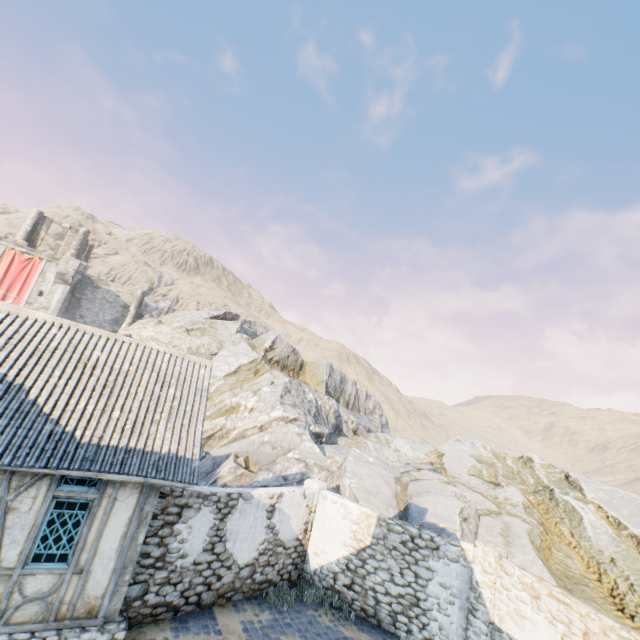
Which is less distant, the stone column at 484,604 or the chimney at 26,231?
the stone column at 484,604

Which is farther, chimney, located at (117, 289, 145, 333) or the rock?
chimney, located at (117, 289, 145, 333)

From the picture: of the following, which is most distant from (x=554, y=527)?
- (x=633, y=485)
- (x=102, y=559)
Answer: (x=633, y=485)

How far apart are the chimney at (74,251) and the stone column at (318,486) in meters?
41.0 m

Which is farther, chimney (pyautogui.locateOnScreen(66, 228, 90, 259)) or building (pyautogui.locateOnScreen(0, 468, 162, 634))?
chimney (pyautogui.locateOnScreen(66, 228, 90, 259))

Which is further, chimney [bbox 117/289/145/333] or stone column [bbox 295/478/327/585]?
chimney [bbox 117/289/145/333]

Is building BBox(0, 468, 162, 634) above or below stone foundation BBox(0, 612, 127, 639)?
above

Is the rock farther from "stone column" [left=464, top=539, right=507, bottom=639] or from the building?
the building
